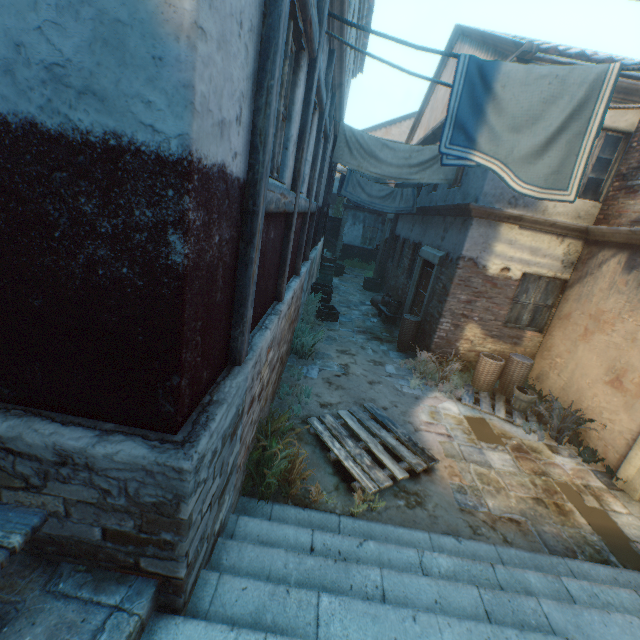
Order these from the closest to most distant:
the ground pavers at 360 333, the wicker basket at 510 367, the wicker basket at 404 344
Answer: the wicker basket at 510 367
the wicker basket at 404 344
the ground pavers at 360 333

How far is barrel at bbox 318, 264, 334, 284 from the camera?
14.5 meters

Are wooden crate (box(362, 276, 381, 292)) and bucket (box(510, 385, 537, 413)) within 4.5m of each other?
no

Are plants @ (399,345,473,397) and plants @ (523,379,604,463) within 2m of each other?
yes

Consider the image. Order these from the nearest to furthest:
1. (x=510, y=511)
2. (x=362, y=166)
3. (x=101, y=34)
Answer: (x=101, y=34)
(x=510, y=511)
(x=362, y=166)

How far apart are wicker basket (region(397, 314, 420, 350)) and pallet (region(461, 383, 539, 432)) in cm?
179

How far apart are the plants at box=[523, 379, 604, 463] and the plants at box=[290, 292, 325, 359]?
4.2m

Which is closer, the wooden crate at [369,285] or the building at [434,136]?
the building at [434,136]
